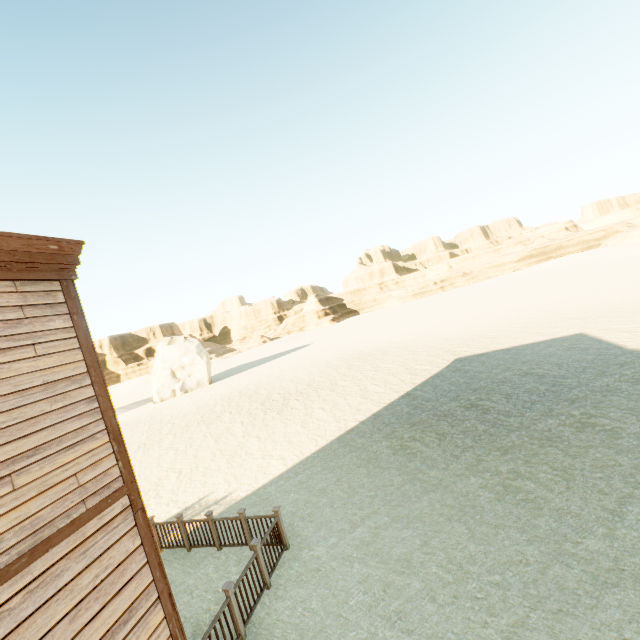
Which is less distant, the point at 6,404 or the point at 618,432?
the point at 6,404

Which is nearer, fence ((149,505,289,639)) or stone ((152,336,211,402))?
fence ((149,505,289,639))

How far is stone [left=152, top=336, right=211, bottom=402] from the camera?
37.8m

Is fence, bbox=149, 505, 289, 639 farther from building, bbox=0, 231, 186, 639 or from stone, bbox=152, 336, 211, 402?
stone, bbox=152, 336, 211, 402

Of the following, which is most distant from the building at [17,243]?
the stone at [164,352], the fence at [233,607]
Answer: the stone at [164,352]

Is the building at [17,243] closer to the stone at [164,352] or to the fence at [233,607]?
the fence at [233,607]

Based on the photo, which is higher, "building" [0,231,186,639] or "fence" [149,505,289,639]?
"building" [0,231,186,639]

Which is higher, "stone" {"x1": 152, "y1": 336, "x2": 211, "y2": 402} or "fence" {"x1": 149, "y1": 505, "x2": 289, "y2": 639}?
"stone" {"x1": 152, "y1": 336, "x2": 211, "y2": 402}
